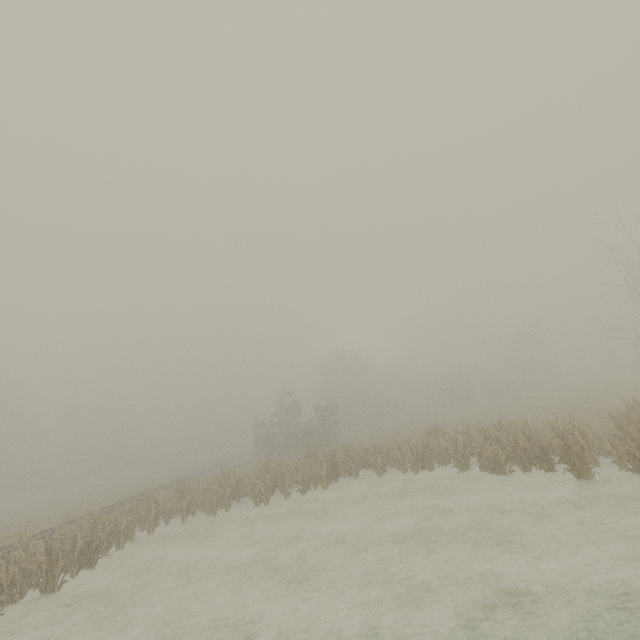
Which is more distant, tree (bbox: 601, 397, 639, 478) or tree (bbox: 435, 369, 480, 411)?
tree (bbox: 435, 369, 480, 411)

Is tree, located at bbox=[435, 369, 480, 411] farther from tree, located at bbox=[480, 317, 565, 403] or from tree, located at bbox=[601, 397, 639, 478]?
tree, located at bbox=[601, 397, 639, 478]

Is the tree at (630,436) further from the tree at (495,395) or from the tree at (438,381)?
the tree at (438,381)

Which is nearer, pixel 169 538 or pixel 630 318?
pixel 169 538

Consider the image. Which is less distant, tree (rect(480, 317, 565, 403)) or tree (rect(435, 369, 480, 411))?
tree (rect(480, 317, 565, 403))

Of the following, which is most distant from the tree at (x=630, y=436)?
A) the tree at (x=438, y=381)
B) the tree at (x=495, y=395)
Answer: the tree at (x=438, y=381)

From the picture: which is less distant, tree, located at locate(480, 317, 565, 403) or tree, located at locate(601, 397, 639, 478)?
tree, located at locate(601, 397, 639, 478)
